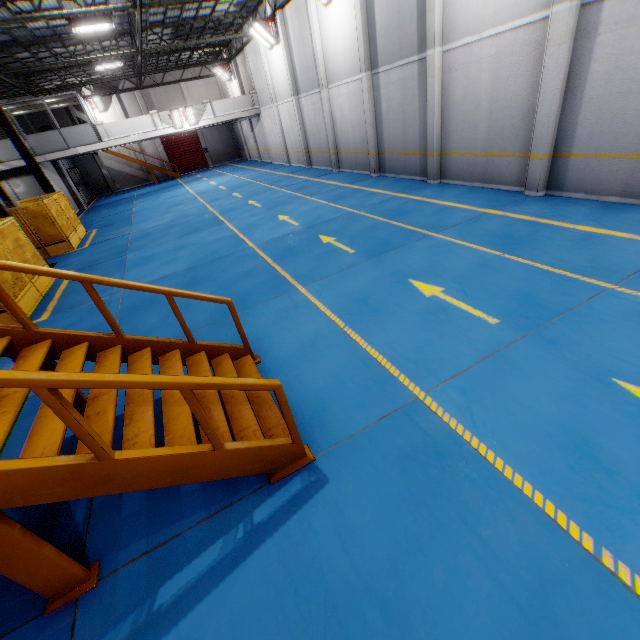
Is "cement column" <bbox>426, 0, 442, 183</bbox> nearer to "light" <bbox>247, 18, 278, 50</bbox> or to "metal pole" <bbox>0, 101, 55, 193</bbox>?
"light" <bbox>247, 18, 278, 50</bbox>

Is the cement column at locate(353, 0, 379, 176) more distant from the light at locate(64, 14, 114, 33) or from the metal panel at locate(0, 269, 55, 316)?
the metal panel at locate(0, 269, 55, 316)

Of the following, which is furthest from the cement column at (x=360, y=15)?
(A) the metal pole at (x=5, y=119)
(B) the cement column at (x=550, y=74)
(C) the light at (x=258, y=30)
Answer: (A) the metal pole at (x=5, y=119)

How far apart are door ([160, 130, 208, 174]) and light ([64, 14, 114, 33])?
22.7 meters

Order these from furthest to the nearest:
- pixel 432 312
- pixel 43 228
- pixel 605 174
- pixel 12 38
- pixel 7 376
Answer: pixel 12 38 → pixel 43 228 → pixel 605 174 → pixel 432 312 → pixel 7 376

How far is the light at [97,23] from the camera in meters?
12.6 m

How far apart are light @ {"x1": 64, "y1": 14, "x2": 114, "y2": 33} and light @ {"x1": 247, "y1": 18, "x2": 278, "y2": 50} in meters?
8.4 m

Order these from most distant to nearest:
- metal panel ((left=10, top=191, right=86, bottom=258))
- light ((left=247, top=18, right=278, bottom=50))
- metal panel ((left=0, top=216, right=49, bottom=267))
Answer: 1. light ((left=247, top=18, right=278, bottom=50))
2. metal panel ((left=10, top=191, right=86, bottom=258))
3. metal panel ((left=0, top=216, right=49, bottom=267))
